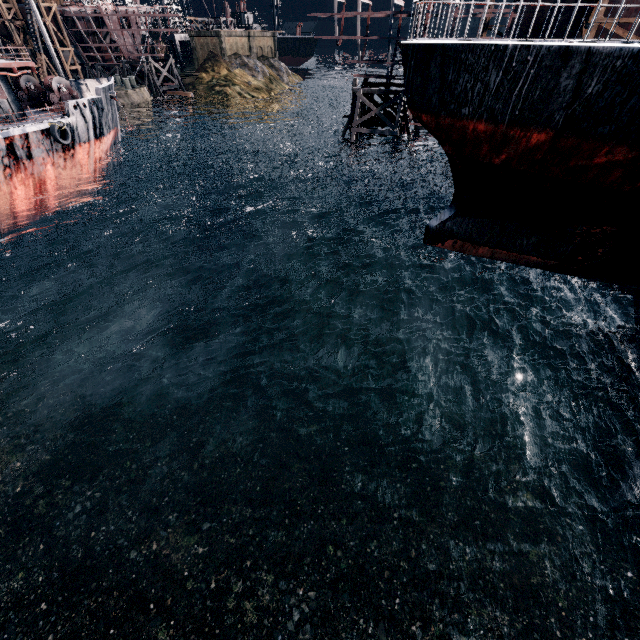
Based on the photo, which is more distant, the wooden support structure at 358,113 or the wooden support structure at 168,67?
the wooden support structure at 168,67

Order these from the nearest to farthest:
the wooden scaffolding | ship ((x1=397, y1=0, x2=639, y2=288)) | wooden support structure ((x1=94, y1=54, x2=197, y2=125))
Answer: ship ((x1=397, y1=0, x2=639, y2=288)) → the wooden scaffolding → wooden support structure ((x1=94, y1=54, x2=197, y2=125))

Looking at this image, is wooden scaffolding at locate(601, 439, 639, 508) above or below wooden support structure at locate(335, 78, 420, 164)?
below

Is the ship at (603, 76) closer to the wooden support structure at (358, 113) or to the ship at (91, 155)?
the wooden support structure at (358, 113)

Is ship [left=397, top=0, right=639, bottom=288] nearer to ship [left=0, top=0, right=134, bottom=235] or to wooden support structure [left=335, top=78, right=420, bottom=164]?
wooden support structure [left=335, top=78, right=420, bottom=164]

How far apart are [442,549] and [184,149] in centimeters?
6143cm

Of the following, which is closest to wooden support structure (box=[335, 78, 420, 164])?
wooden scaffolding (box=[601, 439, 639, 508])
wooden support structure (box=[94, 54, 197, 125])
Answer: wooden scaffolding (box=[601, 439, 639, 508])

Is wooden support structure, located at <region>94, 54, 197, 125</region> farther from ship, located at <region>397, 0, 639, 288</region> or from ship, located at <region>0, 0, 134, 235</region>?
ship, located at <region>397, 0, 639, 288</region>
